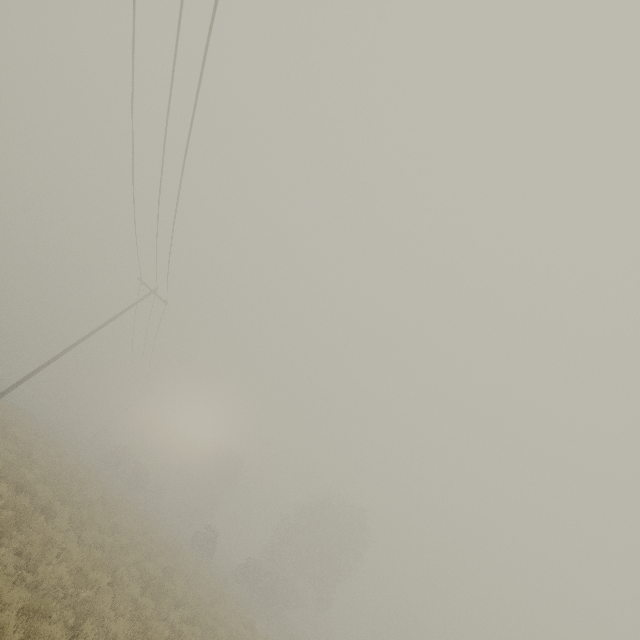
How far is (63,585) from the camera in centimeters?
799cm
